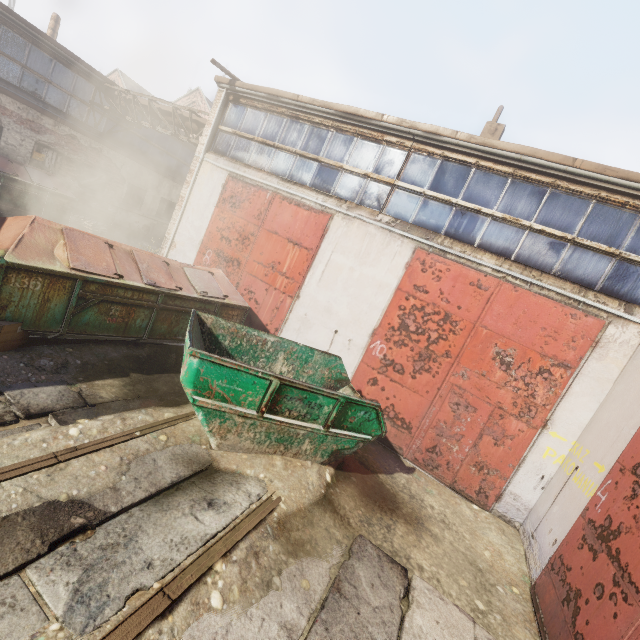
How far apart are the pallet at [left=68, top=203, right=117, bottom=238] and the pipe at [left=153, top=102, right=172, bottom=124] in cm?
478

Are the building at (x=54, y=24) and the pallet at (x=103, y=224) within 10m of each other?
no

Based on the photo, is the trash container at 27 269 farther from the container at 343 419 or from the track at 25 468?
the track at 25 468

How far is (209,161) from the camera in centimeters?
977cm

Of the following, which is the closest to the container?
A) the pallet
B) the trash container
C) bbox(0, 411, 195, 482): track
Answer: bbox(0, 411, 195, 482): track

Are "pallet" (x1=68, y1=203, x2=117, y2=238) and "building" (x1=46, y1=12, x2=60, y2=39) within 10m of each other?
no

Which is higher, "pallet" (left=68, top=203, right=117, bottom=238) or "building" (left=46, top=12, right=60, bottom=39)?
"building" (left=46, top=12, right=60, bottom=39)

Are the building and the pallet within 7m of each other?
no
